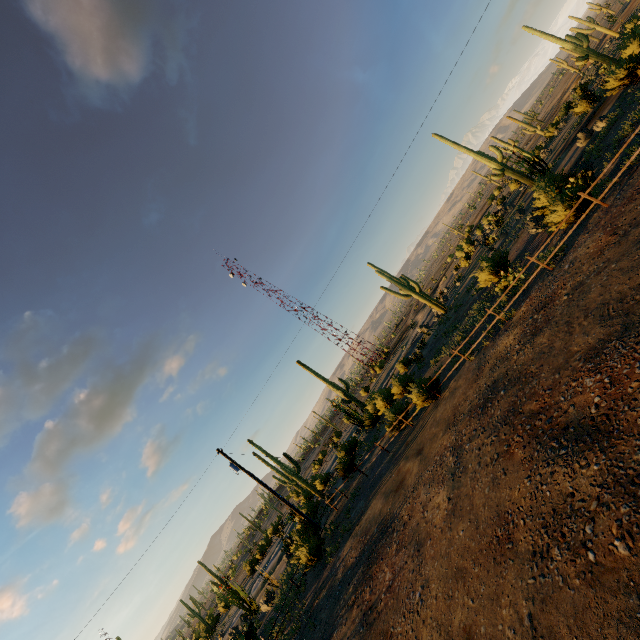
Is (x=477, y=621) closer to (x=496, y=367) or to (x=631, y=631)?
(x=631, y=631)

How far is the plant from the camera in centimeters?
3193cm

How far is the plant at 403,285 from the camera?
31.9m
